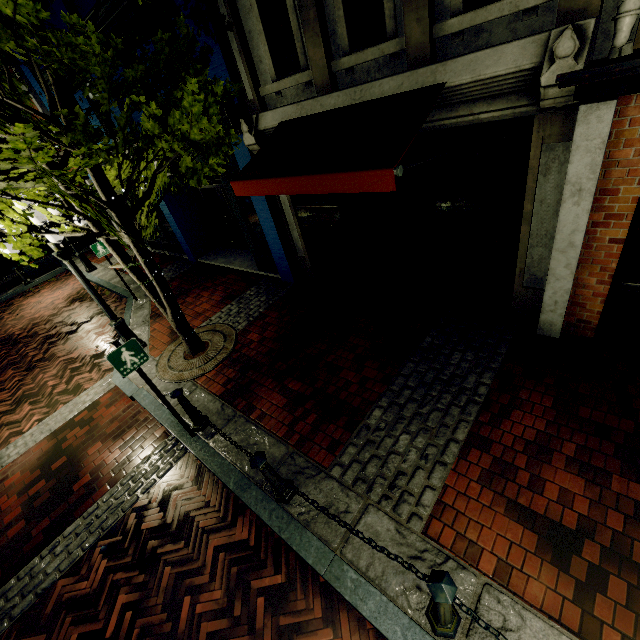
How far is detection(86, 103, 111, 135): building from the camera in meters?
9.3 m

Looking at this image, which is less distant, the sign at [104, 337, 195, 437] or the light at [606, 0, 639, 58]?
the light at [606, 0, 639, 58]

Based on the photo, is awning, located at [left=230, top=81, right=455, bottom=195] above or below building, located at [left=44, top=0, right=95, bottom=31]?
below

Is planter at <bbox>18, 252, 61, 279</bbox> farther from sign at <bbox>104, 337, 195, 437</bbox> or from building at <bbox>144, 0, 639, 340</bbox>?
sign at <bbox>104, 337, 195, 437</bbox>

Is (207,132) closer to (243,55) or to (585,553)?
(243,55)

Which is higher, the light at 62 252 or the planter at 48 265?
the light at 62 252

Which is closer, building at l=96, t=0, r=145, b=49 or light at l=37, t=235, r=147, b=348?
light at l=37, t=235, r=147, b=348

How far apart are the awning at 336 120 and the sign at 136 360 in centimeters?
281cm
